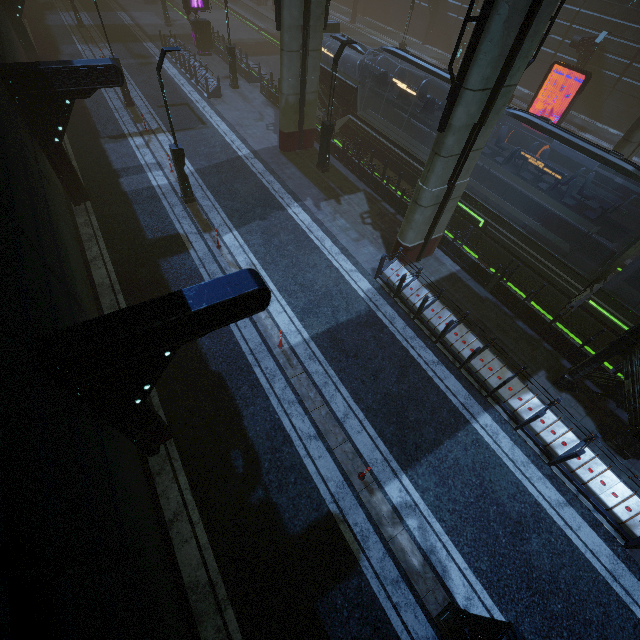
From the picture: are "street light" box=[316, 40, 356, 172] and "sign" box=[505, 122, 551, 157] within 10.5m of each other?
no

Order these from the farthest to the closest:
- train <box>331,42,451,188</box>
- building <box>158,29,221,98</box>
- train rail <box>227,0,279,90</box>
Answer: train rail <box>227,0,279,90</box> → building <box>158,29,221,98</box> → train <box>331,42,451,188</box>

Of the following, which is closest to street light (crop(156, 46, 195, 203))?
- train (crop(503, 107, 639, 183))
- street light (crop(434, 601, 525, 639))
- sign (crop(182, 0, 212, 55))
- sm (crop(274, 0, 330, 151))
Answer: sm (crop(274, 0, 330, 151))

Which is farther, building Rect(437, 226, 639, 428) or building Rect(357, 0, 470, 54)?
building Rect(357, 0, 470, 54)

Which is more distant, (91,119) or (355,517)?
(91,119)

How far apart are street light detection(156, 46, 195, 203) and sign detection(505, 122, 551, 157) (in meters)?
21.40

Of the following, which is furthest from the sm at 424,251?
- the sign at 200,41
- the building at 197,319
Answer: the sign at 200,41

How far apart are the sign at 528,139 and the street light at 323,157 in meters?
14.0 m
